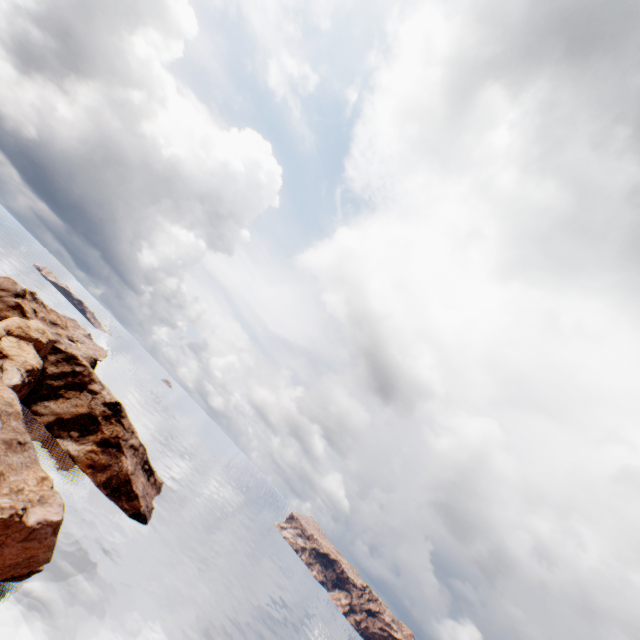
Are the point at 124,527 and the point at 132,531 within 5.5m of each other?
yes
